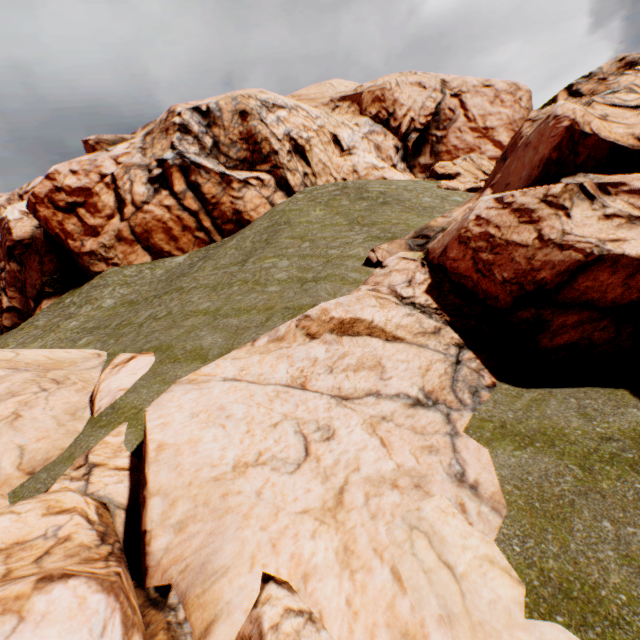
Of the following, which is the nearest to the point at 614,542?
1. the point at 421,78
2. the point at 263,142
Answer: the point at 263,142
